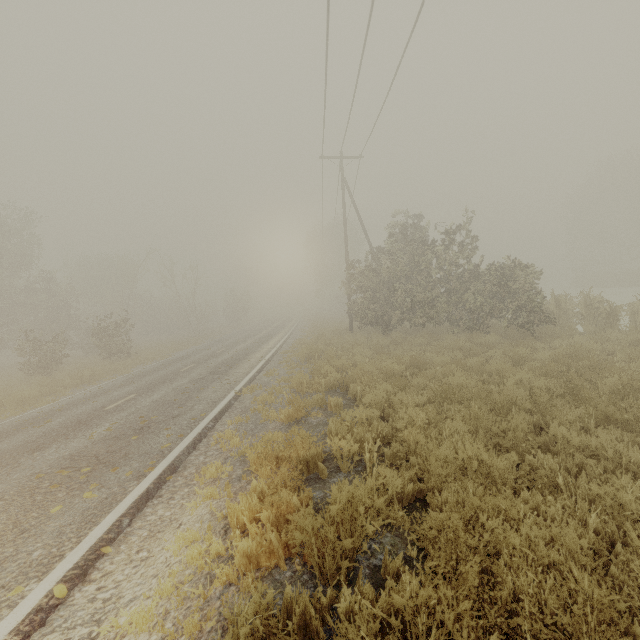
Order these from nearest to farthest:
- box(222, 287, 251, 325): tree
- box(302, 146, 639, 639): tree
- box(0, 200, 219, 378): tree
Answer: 1. box(302, 146, 639, 639): tree
2. box(0, 200, 219, 378): tree
3. box(222, 287, 251, 325): tree

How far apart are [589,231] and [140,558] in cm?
5389

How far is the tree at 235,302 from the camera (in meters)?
49.06

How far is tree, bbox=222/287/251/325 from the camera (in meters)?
49.06

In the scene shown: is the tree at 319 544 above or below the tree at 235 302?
below

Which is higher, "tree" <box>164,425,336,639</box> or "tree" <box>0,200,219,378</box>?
"tree" <box>0,200,219,378</box>
